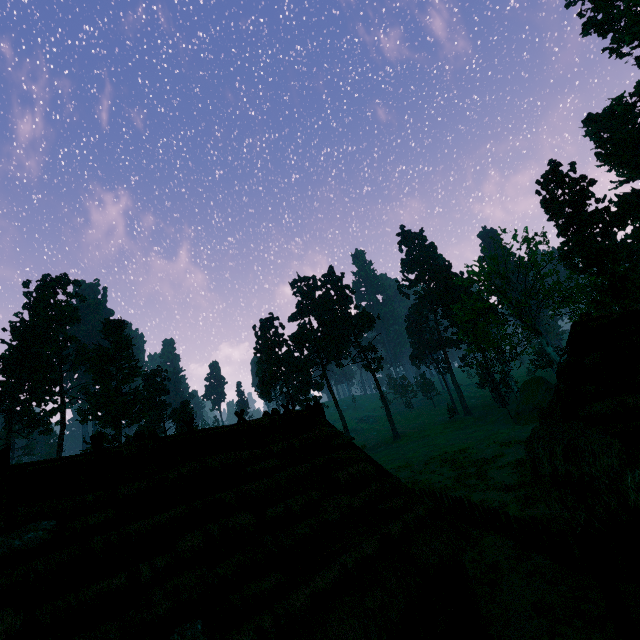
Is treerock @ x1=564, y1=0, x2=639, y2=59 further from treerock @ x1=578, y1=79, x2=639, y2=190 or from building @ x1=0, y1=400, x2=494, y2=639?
building @ x1=0, y1=400, x2=494, y2=639

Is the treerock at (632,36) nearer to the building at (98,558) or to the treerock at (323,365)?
the treerock at (323,365)

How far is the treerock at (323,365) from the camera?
55.88m

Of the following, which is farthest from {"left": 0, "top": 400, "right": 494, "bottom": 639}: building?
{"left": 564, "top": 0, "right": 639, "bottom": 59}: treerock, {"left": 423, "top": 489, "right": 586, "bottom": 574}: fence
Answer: {"left": 564, "top": 0, "right": 639, "bottom": 59}: treerock

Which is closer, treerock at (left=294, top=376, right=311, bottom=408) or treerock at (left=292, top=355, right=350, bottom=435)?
treerock at (left=294, top=376, right=311, bottom=408)

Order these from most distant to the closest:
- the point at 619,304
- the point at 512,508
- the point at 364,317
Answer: the point at 364,317
the point at 619,304
the point at 512,508

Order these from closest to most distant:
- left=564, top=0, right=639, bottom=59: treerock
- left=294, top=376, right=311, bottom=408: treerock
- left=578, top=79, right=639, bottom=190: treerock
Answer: left=564, top=0, right=639, bottom=59: treerock < left=578, top=79, right=639, bottom=190: treerock < left=294, top=376, right=311, bottom=408: treerock

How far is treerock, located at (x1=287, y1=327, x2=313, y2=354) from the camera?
56.5m
